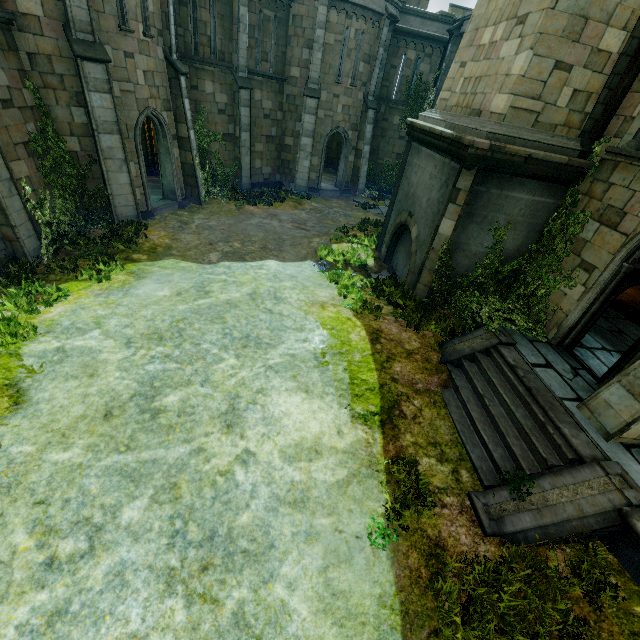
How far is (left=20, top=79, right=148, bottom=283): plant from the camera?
9.5m

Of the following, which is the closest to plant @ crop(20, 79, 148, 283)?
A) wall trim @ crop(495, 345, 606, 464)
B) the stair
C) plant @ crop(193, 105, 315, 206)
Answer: plant @ crop(193, 105, 315, 206)

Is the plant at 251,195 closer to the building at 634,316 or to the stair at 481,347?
the stair at 481,347

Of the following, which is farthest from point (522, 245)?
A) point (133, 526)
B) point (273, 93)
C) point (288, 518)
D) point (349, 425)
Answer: point (273, 93)

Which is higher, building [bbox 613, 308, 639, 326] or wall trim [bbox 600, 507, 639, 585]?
building [bbox 613, 308, 639, 326]

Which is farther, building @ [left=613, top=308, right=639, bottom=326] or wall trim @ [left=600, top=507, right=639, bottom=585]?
building @ [left=613, top=308, right=639, bottom=326]

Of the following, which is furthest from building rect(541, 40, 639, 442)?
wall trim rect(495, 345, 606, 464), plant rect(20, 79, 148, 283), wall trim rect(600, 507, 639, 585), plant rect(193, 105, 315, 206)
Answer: plant rect(20, 79, 148, 283)

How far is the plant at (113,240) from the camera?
9.5m
